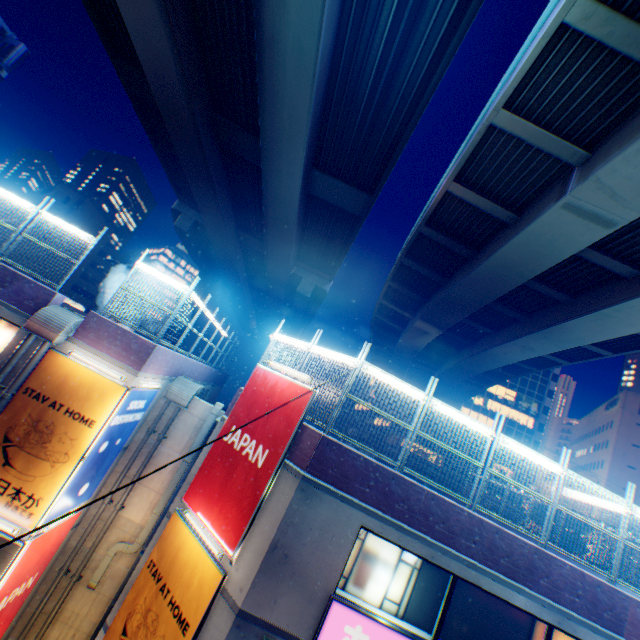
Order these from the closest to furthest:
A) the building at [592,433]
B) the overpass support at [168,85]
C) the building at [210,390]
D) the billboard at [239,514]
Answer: the billboard at [239,514] < the overpass support at [168,85] < the building at [210,390] < the building at [592,433]

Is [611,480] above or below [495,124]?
above

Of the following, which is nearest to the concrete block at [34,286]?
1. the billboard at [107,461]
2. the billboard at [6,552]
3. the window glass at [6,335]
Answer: the window glass at [6,335]

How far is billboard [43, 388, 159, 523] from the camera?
9.66m

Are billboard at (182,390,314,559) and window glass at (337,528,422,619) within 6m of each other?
yes

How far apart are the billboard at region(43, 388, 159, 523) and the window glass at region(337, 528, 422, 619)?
7.6m

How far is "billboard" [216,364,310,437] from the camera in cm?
904

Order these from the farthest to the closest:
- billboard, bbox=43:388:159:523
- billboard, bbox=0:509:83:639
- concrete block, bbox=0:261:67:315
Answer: concrete block, bbox=0:261:67:315, billboard, bbox=43:388:159:523, billboard, bbox=0:509:83:639
